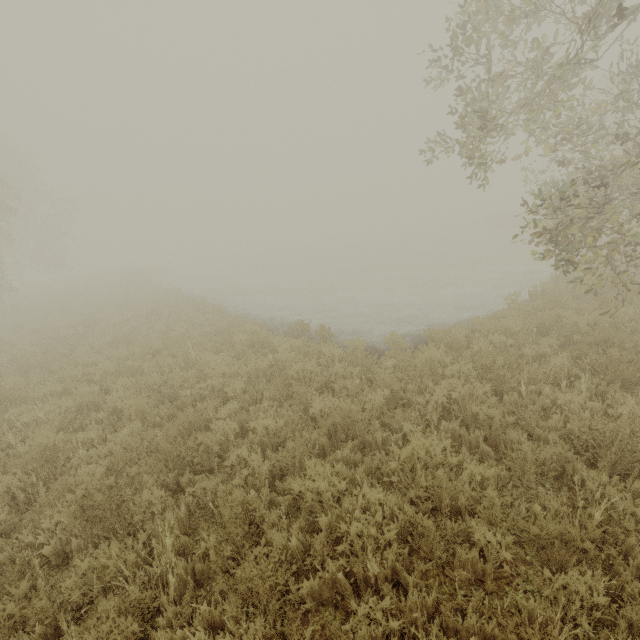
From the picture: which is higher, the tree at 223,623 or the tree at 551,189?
the tree at 551,189

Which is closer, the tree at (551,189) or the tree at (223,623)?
the tree at (223,623)

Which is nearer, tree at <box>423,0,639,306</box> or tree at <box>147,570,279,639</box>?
tree at <box>147,570,279,639</box>

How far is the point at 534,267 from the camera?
16.0 meters

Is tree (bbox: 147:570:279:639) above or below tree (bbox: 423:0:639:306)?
below
